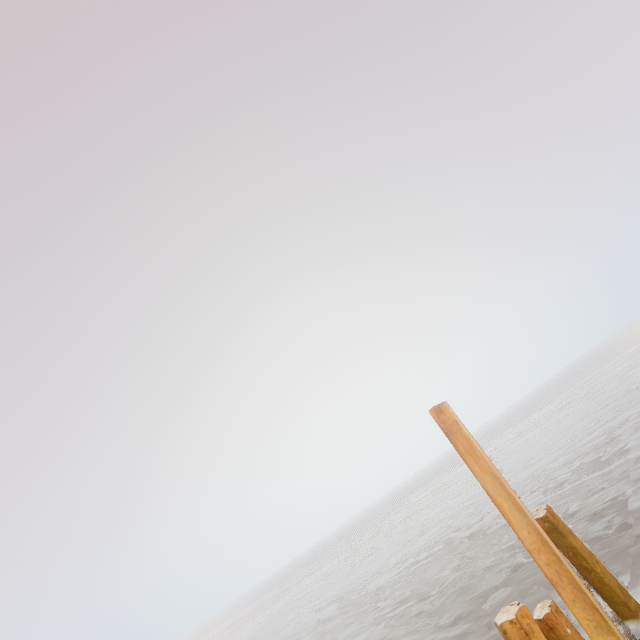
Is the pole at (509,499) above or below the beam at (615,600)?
above

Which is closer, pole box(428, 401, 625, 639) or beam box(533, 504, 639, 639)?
pole box(428, 401, 625, 639)

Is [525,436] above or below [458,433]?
below

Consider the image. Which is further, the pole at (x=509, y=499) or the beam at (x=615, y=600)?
the beam at (x=615, y=600)

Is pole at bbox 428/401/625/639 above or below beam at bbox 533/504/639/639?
above
